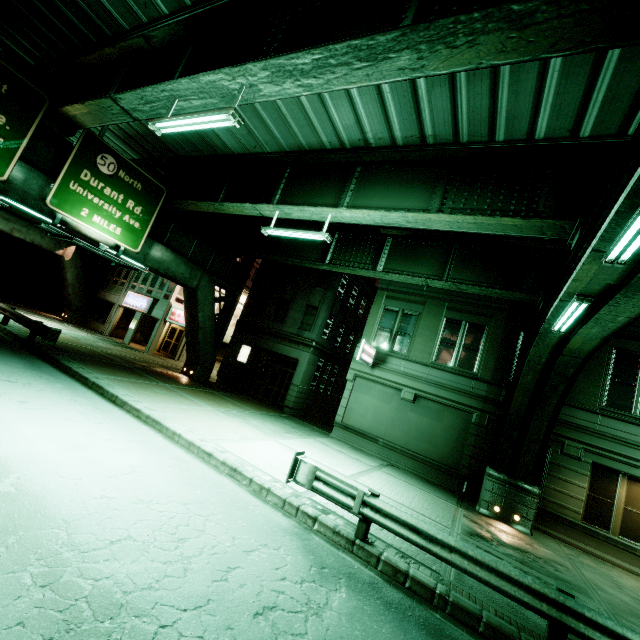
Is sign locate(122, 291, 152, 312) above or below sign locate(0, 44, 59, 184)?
below

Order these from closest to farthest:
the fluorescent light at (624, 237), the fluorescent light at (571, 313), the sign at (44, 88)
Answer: the fluorescent light at (624, 237)
the fluorescent light at (571, 313)
the sign at (44, 88)

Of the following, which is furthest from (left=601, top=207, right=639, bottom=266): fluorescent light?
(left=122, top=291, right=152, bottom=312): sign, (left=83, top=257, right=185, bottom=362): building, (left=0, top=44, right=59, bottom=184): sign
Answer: (left=122, top=291, right=152, bottom=312): sign

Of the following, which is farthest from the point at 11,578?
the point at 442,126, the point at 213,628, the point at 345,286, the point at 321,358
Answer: the point at 345,286

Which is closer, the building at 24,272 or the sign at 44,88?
the sign at 44,88

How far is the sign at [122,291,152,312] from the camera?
27.59m

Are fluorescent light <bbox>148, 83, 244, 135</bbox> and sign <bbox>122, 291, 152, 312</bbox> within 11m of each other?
no

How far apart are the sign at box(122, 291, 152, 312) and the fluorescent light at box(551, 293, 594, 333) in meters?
28.1 m
